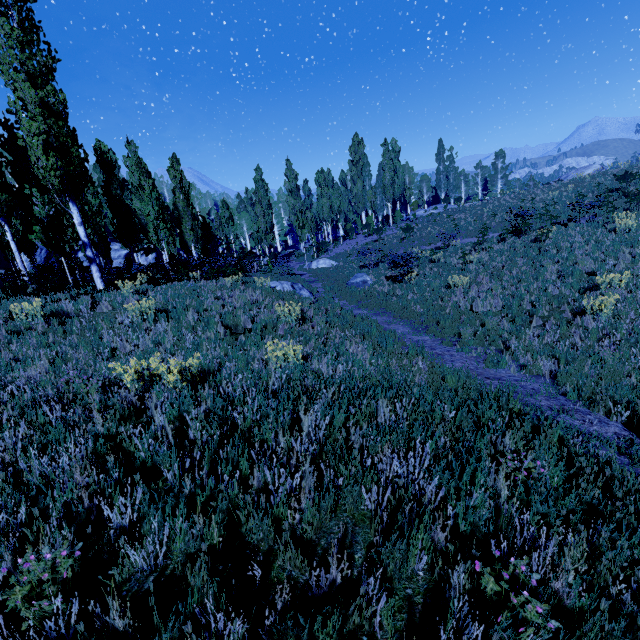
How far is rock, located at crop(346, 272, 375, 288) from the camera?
18.2m

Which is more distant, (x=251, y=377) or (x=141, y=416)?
(x=251, y=377)

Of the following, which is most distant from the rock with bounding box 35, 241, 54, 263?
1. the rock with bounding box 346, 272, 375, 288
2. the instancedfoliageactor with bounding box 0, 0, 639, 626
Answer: the rock with bounding box 346, 272, 375, 288

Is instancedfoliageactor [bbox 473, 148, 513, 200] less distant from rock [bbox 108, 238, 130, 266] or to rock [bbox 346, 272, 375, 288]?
rock [bbox 108, 238, 130, 266]

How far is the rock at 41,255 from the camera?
40.3m

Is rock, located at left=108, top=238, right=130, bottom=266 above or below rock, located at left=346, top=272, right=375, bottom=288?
above

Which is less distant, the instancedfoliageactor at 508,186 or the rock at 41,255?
the rock at 41,255

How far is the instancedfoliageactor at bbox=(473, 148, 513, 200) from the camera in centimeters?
5345cm
